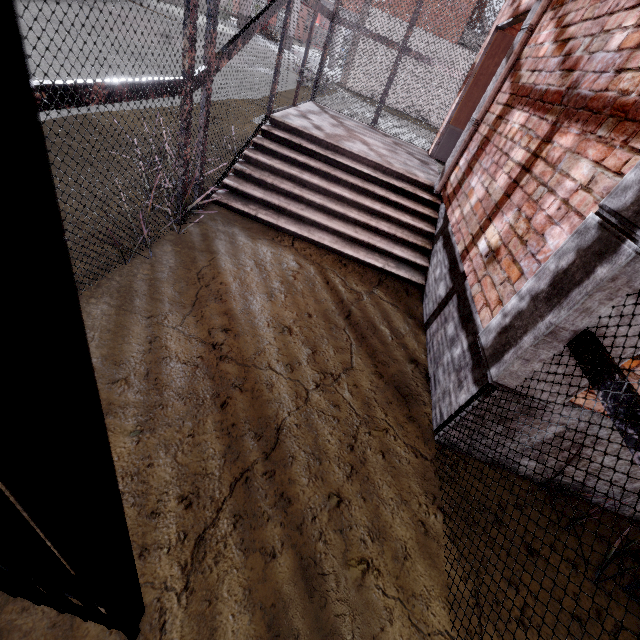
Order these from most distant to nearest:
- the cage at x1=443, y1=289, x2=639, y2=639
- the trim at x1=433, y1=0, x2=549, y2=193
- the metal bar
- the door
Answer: the door, the trim at x1=433, y1=0, x2=549, y2=193, the cage at x1=443, y1=289, x2=639, y2=639, the metal bar

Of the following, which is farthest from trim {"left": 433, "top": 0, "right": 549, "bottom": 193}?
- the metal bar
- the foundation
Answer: the metal bar

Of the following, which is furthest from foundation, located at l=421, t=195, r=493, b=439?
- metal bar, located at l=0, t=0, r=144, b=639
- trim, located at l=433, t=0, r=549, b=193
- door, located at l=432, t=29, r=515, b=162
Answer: door, located at l=432, t=29, r=515, b=162

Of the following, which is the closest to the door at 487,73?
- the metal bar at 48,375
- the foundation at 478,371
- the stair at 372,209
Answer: the stair at 372,209

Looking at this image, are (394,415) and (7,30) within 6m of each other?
yes

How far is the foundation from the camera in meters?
2.4

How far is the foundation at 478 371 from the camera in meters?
2.4

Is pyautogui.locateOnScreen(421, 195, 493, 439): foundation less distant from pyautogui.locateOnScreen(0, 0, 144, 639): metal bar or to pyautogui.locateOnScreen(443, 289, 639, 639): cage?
pyautogui.locateOnScreen(443, 289, 639, 639): cage
